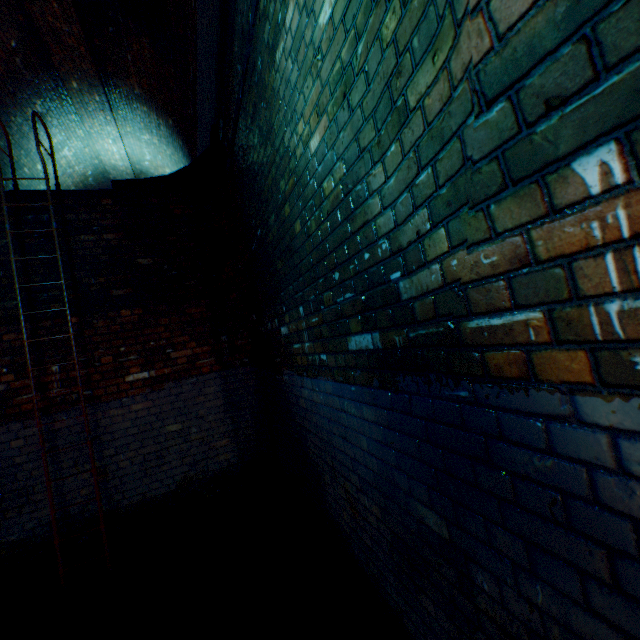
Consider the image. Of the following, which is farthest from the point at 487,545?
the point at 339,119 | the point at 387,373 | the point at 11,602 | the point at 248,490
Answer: the point at 11,602

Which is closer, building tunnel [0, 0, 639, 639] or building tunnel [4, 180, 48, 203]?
building tunnel [0, 0, 639, 639]

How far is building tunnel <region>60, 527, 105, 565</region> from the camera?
3.64m

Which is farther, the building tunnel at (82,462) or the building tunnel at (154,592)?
the building tunnel at (82,462)
